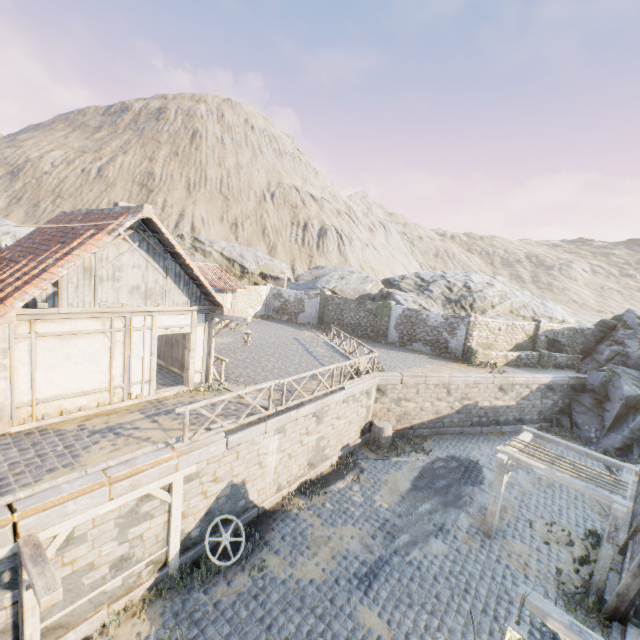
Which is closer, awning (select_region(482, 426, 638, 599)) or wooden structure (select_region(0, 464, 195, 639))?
wooden structure (select_region(0, 464, 195, 639))

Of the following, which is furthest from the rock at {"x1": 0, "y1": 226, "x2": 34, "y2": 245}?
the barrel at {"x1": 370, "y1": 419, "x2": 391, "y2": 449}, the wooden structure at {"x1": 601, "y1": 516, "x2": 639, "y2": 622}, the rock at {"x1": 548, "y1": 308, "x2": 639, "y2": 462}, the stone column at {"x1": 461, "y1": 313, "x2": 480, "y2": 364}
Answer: the wooden structure at {"x1": 601, "y1": 516, "x2": 639, "y2": 622}

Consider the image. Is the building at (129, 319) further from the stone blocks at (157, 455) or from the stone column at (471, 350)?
the stone column at (471, 350)

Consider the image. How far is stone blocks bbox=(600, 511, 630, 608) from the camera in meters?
8.7 m

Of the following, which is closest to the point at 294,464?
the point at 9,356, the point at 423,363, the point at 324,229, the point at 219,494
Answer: the point at 219,494

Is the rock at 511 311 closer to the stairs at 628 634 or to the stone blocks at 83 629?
the stone blocks at 83 629

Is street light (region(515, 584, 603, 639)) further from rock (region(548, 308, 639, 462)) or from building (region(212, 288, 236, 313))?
building (region(212, 288, 236, 313))
